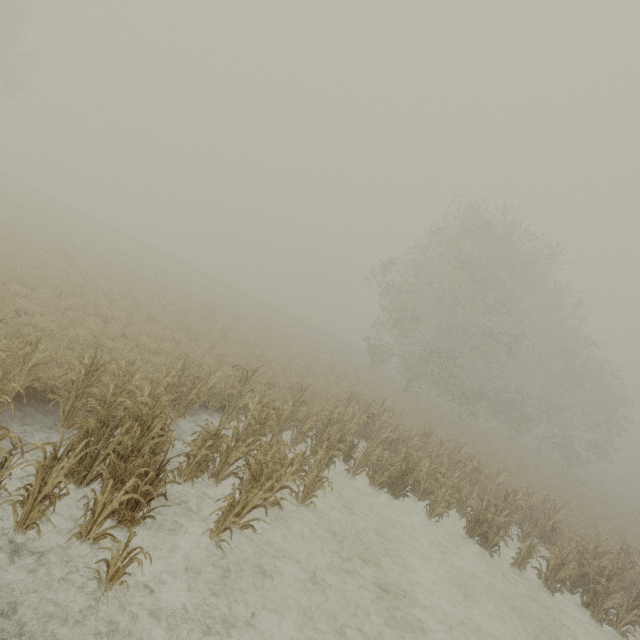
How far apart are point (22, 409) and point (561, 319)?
38.3 meters

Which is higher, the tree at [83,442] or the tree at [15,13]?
the tree at [15,13]

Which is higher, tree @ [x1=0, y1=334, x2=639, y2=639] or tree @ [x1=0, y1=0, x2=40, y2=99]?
tree @ [x1=0, y1=0, x2=40, y2=99]

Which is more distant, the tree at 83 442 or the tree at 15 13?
the tree at 15 13

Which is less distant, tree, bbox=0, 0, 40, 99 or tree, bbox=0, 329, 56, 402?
tree, bbox=0, 329, 56, 402
